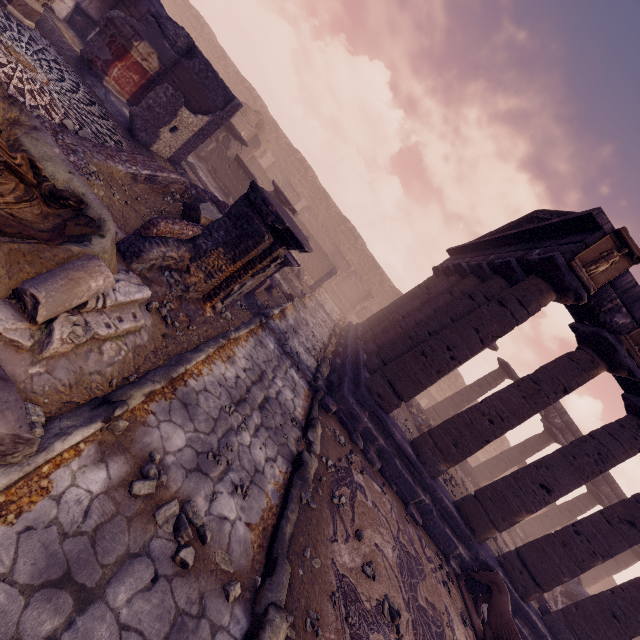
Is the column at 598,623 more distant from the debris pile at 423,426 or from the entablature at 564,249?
the debris pile at 423,426

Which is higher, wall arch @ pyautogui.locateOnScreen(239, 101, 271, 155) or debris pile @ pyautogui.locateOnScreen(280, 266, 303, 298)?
wall arch @ pyautogui.locateOnScreen(239, 101, 271, 155)

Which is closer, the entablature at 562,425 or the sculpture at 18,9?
the sculpture at 18,9

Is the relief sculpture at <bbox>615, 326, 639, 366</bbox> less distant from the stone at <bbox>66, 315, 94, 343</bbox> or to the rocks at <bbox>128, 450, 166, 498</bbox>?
the rocks at <bbox>128, 450, 166, 498</bbox>

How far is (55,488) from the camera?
2.4m

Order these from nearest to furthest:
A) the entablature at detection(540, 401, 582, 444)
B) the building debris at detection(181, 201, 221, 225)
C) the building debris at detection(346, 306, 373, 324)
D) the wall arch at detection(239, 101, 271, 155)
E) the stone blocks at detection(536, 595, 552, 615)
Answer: the building debris at detection(181, 201, 221, 225), the stone blocks at detection(536, 595, 552, 615), the entablature at detection(540, 401, 582, 444), the wall arch at detection(239, 101, 271, 155), the building debris at detection(346, 306, 373, 324)

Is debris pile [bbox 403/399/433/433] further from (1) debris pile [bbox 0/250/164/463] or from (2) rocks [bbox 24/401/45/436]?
(2) rocks [bbox 24/401/45/436]

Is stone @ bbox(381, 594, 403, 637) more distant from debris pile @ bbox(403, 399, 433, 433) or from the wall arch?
the wall arch
